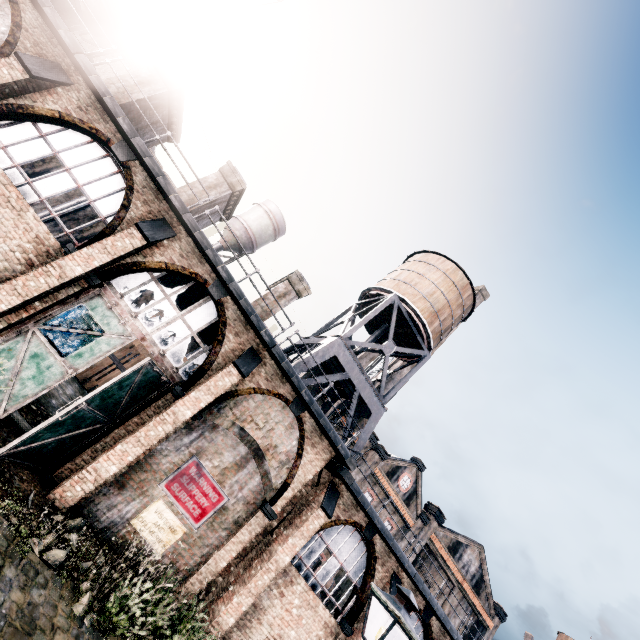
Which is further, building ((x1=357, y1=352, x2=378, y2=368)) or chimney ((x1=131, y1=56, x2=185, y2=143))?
building ((x1=357, y1=352, x2=378, y2=368))

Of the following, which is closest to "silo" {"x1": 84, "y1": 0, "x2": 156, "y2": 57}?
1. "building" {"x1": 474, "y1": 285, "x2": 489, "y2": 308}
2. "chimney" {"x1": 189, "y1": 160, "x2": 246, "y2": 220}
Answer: "chimney" {"x1": 189, "y1": 160, "x2": 246, "y2": 220}

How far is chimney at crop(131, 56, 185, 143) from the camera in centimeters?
1544cm

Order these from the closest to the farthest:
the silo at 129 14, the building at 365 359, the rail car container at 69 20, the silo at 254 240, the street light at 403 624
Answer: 1. the street light at 403 624
2. the rail car container at 69 20
3. the silo at 129 14
4. the silo at 254 240
5. the building at 365 359

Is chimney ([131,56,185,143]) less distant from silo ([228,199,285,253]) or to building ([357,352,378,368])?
silo ([228,199,285,253])

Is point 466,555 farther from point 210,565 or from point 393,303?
point 210,565

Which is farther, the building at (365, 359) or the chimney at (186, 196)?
the building at (365, 359)

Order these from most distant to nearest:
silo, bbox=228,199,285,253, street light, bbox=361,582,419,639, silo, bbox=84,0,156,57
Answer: silo, bbox=228,199,285,253 → silo, bbox=84,0,156,57 → street light, bbox=361,582,419,639
